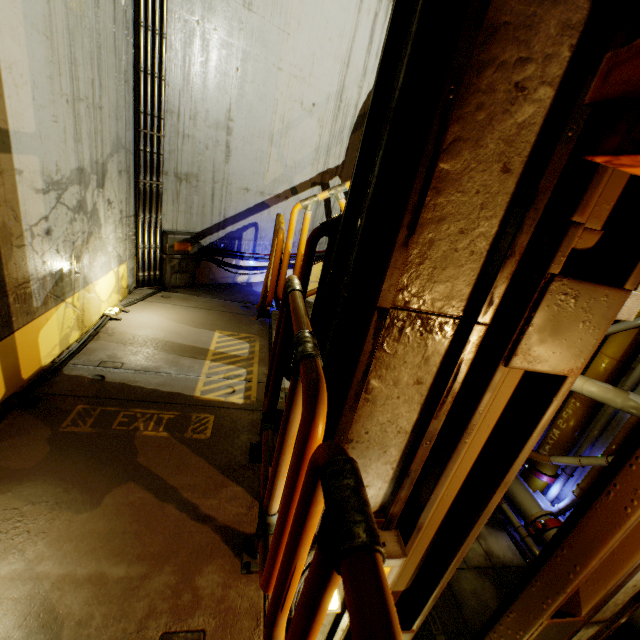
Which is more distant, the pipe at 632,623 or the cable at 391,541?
the pipe at 632,623

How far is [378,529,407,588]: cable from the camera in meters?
1.9 m

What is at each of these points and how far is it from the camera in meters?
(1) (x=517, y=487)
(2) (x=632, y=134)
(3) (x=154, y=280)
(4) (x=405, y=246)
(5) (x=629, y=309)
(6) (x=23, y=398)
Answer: (1) pipe, 10.0
(2) elevator, 0.7
(3) pipe, 4.7
(4) beam, 1.2
(5) stairs, 2.6
(6) cable, 2.3

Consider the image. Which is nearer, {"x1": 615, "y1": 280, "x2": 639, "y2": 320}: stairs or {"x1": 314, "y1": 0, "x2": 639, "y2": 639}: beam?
{"x1": 314, "y1": 0, "x2": 639, "y2": 639}: beam

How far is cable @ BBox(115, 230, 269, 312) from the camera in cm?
449

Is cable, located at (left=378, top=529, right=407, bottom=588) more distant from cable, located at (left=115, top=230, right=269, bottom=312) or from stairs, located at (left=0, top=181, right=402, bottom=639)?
cable, located at (left=115, top=230, right=269, bottom=312)

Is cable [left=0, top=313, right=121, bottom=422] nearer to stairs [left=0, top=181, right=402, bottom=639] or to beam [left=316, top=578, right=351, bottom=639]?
stairs [left=0, top=181, right=402, bottom=639]

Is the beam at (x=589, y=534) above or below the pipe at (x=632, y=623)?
above
